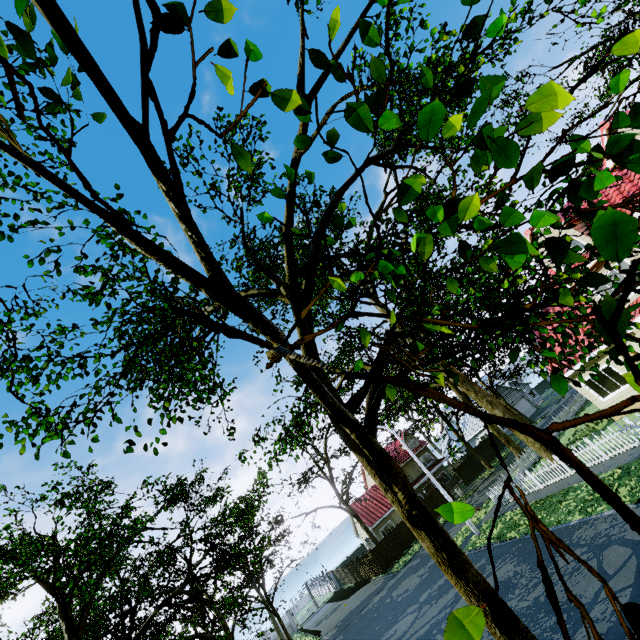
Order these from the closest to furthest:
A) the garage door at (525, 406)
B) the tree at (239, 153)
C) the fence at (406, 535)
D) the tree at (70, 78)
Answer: the tree at (239, 153) → the tree at (70, 78) → the fence at (406, 535) → the garage door at (525, 406)

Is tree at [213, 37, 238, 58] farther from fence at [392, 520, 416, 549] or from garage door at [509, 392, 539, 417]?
garage door at [509, 392, 539, 417]

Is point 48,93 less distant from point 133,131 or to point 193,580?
point 133,131

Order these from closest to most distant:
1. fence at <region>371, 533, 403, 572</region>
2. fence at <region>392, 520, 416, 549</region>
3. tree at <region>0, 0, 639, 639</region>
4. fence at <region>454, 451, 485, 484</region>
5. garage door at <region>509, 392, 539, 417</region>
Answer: tree at <region>0, 0, 639, 639</region>, fence at <region>371, 533, 403, 572</region>, fence at <region>392, 520, 416, 549</region>, fence at <region>454, 451, 485, 484</region>, garage door at <region>509, 392, 539, 417</region>

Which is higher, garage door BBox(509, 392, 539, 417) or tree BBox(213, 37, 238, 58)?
tree BBox(213, 37, 238, 58)

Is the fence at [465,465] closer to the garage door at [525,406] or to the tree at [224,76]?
the tree at [224,76]

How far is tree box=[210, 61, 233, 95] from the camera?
1.2 meters
